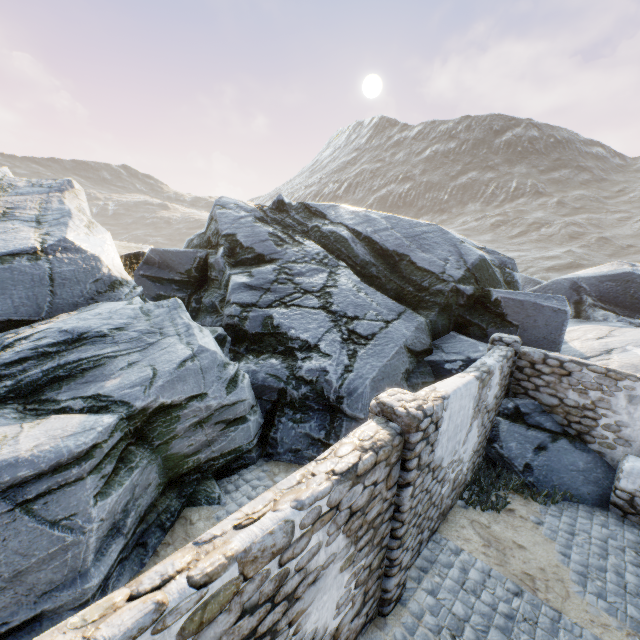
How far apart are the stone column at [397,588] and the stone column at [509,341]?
5.4m

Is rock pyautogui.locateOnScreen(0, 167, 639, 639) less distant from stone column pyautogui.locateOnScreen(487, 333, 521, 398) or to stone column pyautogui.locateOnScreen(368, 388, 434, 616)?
stone column pyautogui.locateOnScreen(487, 333, 521, 398)

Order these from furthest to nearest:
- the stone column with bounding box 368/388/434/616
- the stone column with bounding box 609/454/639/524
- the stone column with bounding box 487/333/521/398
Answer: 1. the stone column with bounding box 487/333/521/398
2. the stone column with bounding box 609/454/639/524
3. the stone column with bounding box 368/388/434/616

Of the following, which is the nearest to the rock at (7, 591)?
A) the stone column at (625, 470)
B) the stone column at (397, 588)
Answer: the stone column at (625, 470)

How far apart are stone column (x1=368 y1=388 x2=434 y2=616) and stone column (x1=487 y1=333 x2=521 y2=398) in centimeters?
535cm

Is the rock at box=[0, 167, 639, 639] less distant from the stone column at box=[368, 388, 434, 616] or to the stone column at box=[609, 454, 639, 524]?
the stone column at box=[609, 454, 639, 524]

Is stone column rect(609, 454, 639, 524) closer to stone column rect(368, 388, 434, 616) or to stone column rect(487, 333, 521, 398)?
stone column rect(487, 333, 521, 398)

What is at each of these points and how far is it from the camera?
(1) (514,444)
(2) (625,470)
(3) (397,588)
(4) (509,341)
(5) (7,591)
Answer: (1) rock, 8.0m
(2) stone column, 6.9m
(3) stone column, 4.8m
(4) stone column, 8.6m
(5) rock, 3.8m
